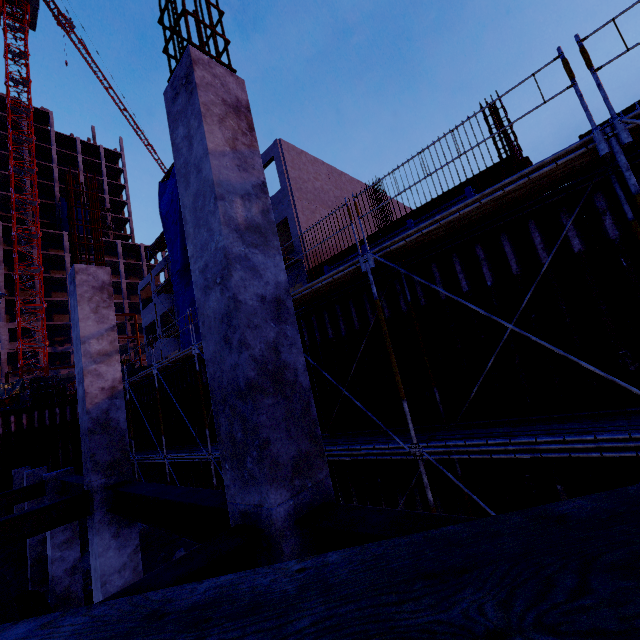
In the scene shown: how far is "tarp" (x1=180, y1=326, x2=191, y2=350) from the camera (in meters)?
22.55

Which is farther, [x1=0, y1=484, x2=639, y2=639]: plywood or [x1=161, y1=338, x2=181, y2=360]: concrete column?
[x1=161, y1=338, x2=181, y2=360]: concrete column

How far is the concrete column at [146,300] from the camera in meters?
31.7

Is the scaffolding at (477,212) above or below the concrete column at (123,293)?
below

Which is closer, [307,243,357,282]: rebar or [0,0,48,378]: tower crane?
[307,243,357,282]: rebar

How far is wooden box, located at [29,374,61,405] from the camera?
20.0 meters

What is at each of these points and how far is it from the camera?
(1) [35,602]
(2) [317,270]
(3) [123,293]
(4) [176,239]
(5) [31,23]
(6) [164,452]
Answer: (1) pipe, 7.7m
(2) rebar, 16.6m
(3) concrete column, 58.3m
(4) tarp, 23.2m
(5) tower crane, 52.8m
(6) scaffolding, 13.8m

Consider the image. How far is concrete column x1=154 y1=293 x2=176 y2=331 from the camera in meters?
28.4
